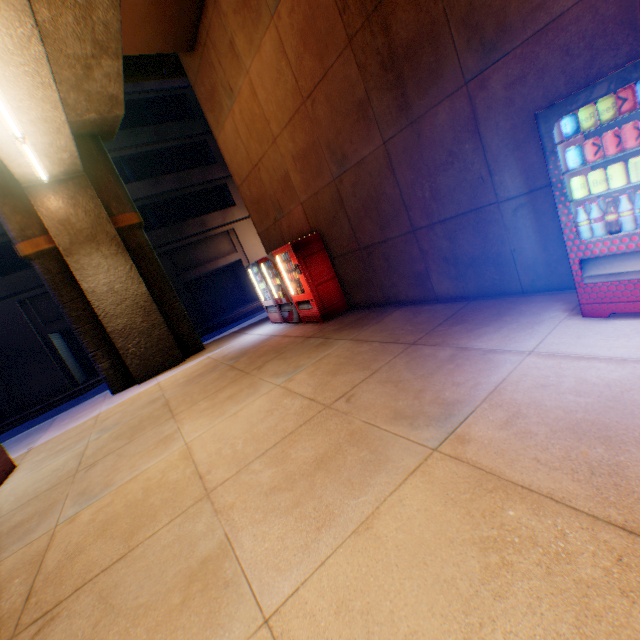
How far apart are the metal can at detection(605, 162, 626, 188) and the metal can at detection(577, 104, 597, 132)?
0.4m

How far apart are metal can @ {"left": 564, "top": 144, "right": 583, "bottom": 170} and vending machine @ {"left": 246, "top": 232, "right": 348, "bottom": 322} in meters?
5.2

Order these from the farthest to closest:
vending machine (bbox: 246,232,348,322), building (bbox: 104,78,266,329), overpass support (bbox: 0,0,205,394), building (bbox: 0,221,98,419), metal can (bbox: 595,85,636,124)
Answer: building (bbox: 104,78,266,329)
building (bbox: 0,221,98,419)
vending machine (bbox: 246,232,348,322)
overpass support (bbox: 0,0,205,394)
metal can (bbox: 595,85,636,124)

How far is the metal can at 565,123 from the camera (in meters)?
2.81

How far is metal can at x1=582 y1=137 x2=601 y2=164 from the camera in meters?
2.8 m

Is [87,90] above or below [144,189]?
below

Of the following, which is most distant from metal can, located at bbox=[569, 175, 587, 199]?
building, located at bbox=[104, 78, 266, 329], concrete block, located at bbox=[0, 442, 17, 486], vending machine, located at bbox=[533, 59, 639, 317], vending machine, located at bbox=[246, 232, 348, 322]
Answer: building, located at bbox=[104, 78, 266, 329]

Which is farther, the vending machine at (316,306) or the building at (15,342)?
the building at (15,342)
